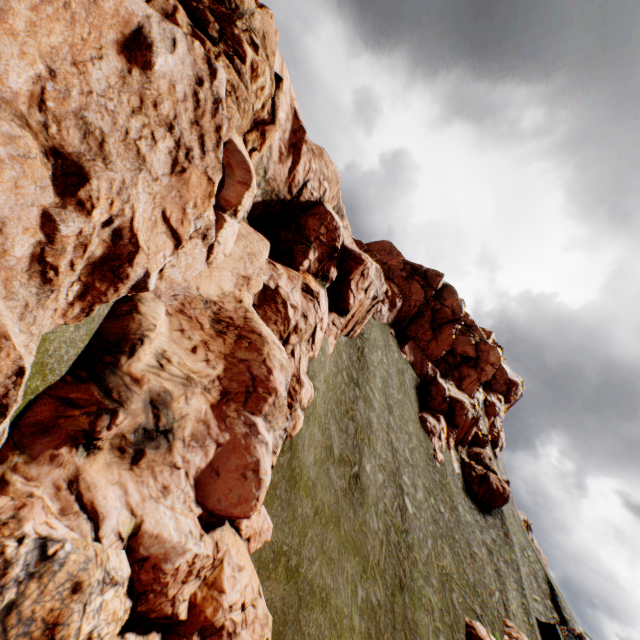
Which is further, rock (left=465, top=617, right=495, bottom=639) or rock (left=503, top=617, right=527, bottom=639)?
rock (left=503, top=617, right=527, bottom=639)

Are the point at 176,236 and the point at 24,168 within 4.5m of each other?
yes

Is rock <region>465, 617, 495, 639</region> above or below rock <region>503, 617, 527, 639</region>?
below

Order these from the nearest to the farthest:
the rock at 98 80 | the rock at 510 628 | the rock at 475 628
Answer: the rock at 98 80, the rock at 475 628, the rock at 510 628

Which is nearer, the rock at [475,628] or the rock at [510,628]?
the rock at [475,628]

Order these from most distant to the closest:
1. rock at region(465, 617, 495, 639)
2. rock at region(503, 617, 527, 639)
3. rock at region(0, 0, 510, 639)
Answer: rock at region(503, 617, 527, 639), rock at region(465, 617, 495, 639), rock at region(0, 0, 510, 639)
